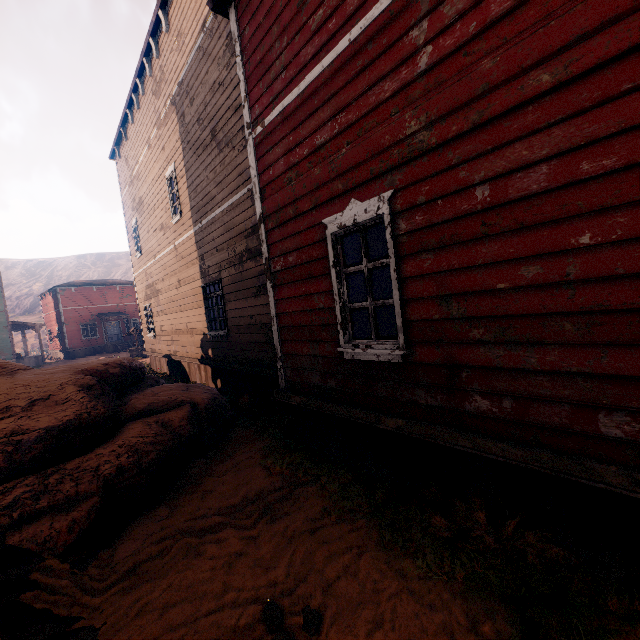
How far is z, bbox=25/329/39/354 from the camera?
44.6m

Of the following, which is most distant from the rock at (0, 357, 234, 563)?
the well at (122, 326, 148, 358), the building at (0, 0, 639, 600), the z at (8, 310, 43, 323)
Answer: the well at (122, 326, 148, 358)

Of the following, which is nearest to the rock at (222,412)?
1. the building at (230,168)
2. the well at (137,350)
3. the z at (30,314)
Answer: the z at (30,314)

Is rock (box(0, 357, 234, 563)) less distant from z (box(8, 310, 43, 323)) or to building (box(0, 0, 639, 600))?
z (box(8, 310, 43, 323))

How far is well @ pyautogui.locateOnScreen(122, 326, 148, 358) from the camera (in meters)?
23.84

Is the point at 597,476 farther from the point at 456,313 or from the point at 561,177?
the point at 561,177

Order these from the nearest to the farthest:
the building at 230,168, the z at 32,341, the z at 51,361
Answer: the building at 230,168
the z at 51,361
the z at 32,341

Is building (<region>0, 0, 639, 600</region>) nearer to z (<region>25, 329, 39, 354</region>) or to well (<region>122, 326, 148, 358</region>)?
z (<region>25, 329, 39, 354</region>)
